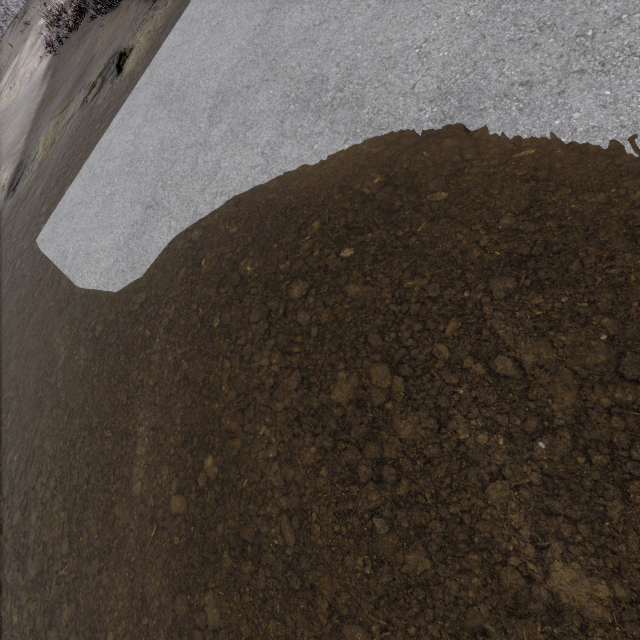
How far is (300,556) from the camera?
2.80m
